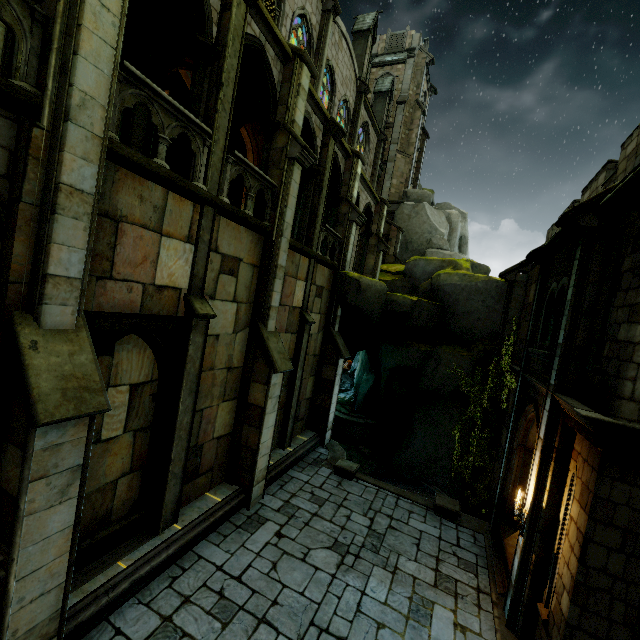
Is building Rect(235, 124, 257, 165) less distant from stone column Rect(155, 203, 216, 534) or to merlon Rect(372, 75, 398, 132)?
merlon Rect(372, 75, 398, 132)

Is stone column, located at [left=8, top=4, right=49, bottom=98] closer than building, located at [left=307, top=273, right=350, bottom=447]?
Yes

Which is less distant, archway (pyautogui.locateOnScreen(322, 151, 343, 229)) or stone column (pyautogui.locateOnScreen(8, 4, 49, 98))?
stone column (pyautogui.locateOnScreen(8, 4, 49, 98))

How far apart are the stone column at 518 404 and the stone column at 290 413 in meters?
7.6

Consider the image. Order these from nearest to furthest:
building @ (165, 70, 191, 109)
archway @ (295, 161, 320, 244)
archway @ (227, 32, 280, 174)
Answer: archway @ (227, 32, 280, 174)
building @ (165, 70, 191, 109)
archway @ (295, 161, 320, 244)

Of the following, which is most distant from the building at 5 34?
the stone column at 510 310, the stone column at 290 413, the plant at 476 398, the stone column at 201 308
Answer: the stone column at 510 310

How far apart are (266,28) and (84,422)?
10.7m

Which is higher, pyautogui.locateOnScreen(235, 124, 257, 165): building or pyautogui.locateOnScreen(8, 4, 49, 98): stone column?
pyautogui.locateOnScreen(235, 124, 257, 165): building
